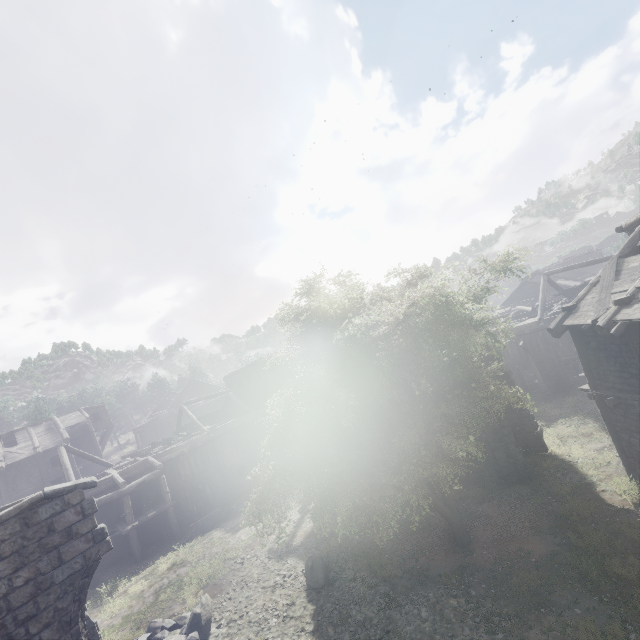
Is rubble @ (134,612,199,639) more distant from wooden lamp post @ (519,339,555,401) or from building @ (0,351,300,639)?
wooden lamp post @ (519,339,555,401)

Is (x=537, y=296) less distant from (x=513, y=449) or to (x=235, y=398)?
(x=513, y=449)

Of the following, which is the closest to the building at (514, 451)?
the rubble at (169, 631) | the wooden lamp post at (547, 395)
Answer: the rubble at (169, 631)

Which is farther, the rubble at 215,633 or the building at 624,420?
the rubble at 215,633

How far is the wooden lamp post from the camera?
23.7 meters

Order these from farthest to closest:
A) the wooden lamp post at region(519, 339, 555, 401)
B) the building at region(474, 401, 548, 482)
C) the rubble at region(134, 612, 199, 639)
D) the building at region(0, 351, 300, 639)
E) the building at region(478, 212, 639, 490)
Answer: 1. the wooden lamp post at region(519, 339, 555, 401)
2. the building at region(474, 401, 548, 482)
3. the rubble at region(134, 612, 199, 639)
4. the building at region(478, 212, 639, 490)
5. the building at region(0, 351, 300, 639)
